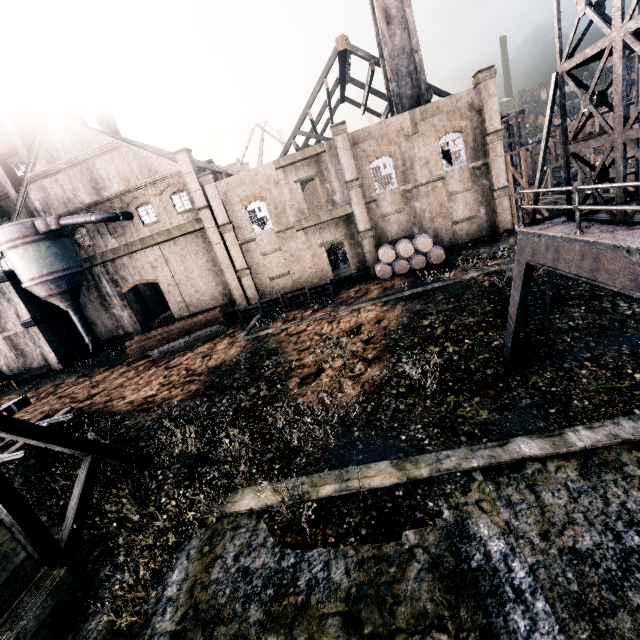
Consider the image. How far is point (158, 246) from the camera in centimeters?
3212cm

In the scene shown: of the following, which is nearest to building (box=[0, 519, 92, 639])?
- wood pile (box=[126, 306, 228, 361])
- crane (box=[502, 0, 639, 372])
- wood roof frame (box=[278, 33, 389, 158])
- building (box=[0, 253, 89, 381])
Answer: building (box=[0, 253, 89, 381])

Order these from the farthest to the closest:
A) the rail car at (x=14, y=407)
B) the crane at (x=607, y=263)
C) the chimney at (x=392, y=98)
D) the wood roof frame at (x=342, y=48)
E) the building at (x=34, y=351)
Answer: the wood roof frame at (x=342, y=48) → the building at (x=34, y=351) → the chimney at (x=392, y=98) → the rail car at (x=14, y=407) → the crane at (x=607, y=263)

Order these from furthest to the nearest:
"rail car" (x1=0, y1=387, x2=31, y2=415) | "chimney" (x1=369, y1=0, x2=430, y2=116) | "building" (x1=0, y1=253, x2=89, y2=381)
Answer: "building" (x1=0, y1=253, x2=89, y2=381)
"chimney" (x1=369, y1=0, x2=430, y2=116)
"rail car" (x1=0, y1=387, x2=31, y2=415)

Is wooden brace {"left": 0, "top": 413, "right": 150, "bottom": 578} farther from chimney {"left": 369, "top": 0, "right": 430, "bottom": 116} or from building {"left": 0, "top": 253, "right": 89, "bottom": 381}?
chimney {"left": 369, "top": 0, "right": 430, "bottom": 116}

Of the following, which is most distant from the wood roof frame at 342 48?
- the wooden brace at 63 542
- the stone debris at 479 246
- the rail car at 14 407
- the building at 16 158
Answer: the building at 16 158

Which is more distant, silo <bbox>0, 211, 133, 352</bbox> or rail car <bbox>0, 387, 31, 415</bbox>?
silo <bbox>0, 211, 133, 352</bbox>

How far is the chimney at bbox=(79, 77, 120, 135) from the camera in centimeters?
4341cm
